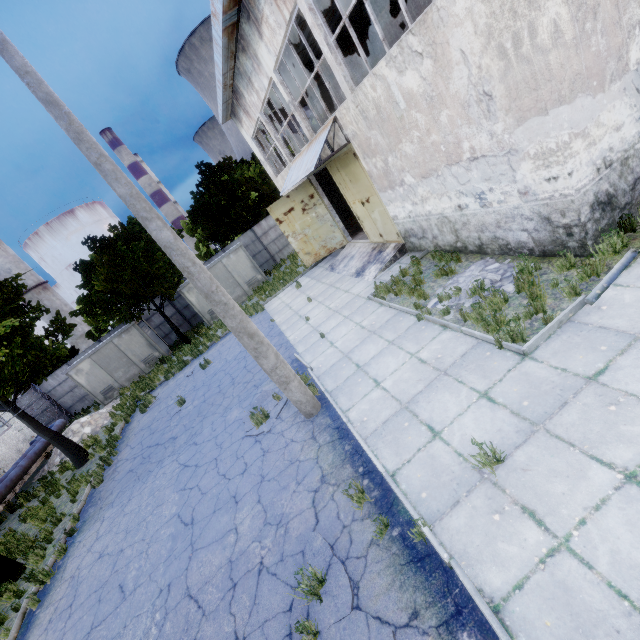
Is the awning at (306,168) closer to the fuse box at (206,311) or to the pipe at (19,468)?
the fuse box at (206,311)

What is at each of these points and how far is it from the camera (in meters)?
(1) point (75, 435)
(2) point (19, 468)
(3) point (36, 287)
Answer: (1) concrete debris, 17.70
(2) pipe, 16.20
(3) chimney, 59.94

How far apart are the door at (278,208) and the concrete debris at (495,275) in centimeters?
923cm

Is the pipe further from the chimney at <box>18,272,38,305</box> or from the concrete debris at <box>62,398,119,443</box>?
the chimney at <box>18,272,38,305</box>

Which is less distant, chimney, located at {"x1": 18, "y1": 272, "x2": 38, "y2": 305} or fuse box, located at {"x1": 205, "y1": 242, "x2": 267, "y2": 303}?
fuse box, located at {"x1": 205, "y1": 242, "x2": 267, "y2": 303}

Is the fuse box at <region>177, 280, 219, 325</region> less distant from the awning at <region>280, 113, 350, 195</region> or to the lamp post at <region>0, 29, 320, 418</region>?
the awning at <region>280, 113, 350, 195</region>

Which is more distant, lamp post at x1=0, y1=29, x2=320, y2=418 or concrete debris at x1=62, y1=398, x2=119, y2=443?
concrete debris at x1=62, y1=398, x2=119, y2=443

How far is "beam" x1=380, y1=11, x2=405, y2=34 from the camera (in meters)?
18.52
